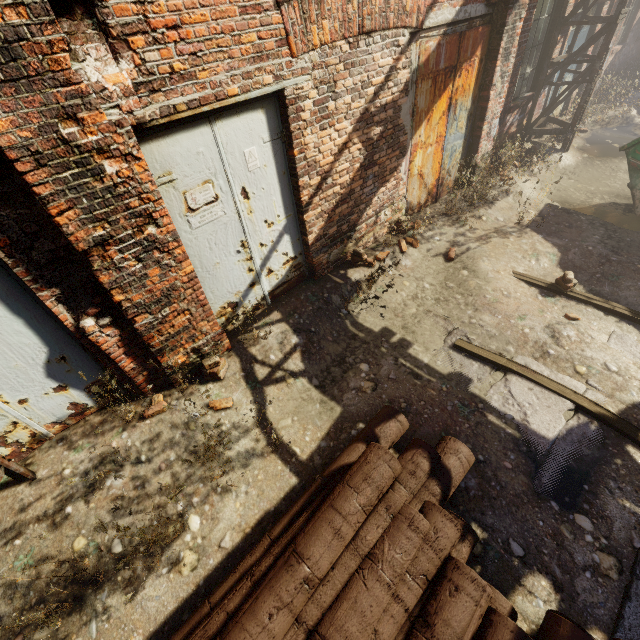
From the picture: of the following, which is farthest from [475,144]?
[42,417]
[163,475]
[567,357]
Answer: [42,417]

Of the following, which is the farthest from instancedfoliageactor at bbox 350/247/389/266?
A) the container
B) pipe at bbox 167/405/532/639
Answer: the container

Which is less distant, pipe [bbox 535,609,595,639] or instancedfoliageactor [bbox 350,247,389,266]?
pipe [bbox 535,609,595,639]

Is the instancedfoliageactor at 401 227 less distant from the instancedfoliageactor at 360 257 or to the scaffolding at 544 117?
the instancedfoliageactor at 360 257

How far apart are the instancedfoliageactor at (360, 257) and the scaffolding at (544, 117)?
6.2m

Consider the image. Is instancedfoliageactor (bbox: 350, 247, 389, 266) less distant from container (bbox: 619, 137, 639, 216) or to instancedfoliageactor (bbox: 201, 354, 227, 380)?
instancedfoliageactor (bbox: 201, 354, 227, 380)

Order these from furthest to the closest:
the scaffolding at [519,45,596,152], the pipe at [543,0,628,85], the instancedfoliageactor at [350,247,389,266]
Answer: the scaffolding at [519,45,596,152] < the pipe at [543,0,628,85] < the instancedfoliageactor at [350,247,389,266]

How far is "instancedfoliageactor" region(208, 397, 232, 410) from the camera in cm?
366
